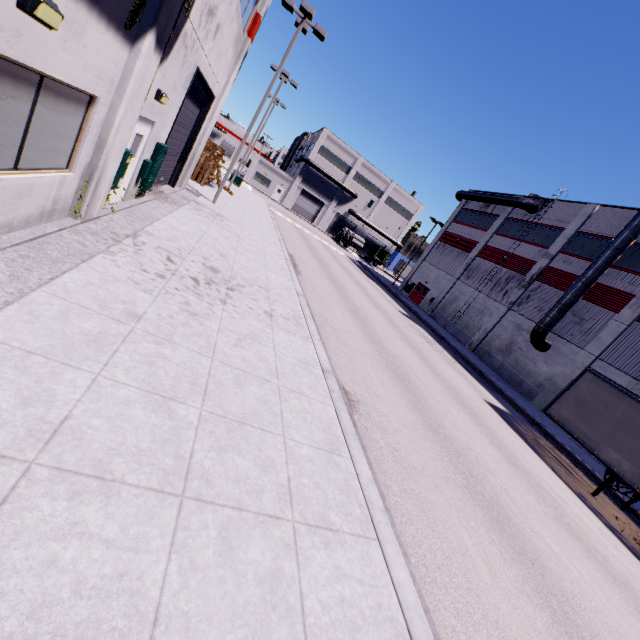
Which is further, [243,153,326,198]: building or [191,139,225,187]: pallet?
[243,153,326,198]: building

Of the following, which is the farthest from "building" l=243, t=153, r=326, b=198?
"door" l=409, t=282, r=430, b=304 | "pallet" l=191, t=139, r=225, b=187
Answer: "pallet" l=191, t=139, r=225, b=187

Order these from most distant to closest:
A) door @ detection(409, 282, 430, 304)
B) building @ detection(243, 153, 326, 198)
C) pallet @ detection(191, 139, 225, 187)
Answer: building @ detection(243, 153, 326, 198) < door @ detection(409, 282, 430, 304) < pallet @ detection(191, 139, 225, 187)

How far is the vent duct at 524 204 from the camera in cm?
2998

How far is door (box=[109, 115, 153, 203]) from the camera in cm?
822

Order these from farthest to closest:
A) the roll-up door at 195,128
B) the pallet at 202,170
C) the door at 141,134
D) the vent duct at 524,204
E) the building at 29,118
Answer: the vent duct at 524,204
the pallet at 202,170
the roll-up door at 195,128
the door at 141,134
the building at 29,118

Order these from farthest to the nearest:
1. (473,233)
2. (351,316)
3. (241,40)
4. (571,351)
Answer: (473,233)
(571,351)
(351,316)
(241,40)
